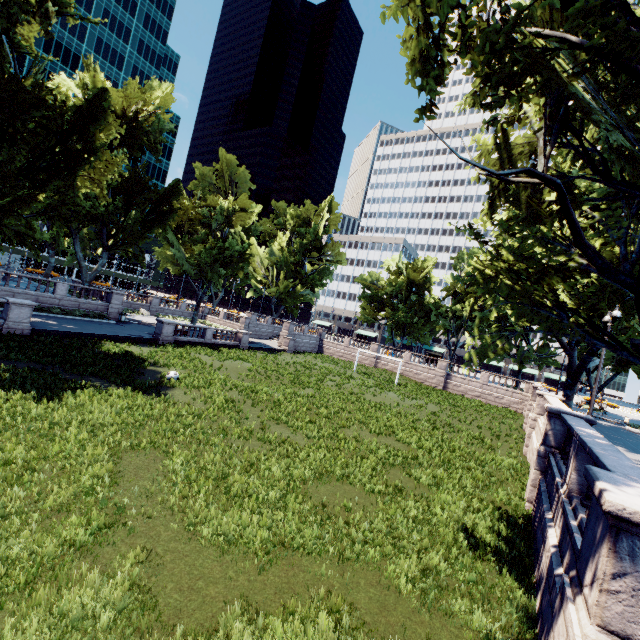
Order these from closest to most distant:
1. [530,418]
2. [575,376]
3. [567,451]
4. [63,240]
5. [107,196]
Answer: [567,451] < [530,418] < [107,196] < [575,376] < [63,240]

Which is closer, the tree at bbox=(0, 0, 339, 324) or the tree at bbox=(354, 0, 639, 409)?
the tree at bbox=(354, 0, 639, 409)

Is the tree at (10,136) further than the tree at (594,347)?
Yes
